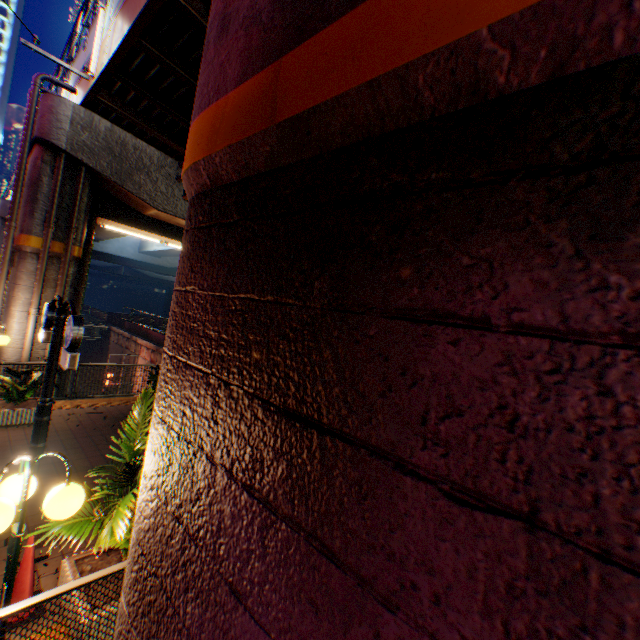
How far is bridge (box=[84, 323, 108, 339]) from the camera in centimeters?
3148cm

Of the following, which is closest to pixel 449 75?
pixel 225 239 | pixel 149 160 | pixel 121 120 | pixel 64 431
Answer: pixel 225 239

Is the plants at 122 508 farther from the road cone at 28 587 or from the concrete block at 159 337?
the concrete block at 159 337

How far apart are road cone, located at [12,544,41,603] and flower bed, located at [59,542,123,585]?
0.2 meters

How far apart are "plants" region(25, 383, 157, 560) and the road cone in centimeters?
64cm

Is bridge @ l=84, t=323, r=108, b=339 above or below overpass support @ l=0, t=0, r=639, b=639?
below

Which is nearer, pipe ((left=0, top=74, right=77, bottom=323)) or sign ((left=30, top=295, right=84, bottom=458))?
sign ((left=30, top=295, right=84, bottom=458))

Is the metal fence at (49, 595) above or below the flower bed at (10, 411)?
above
